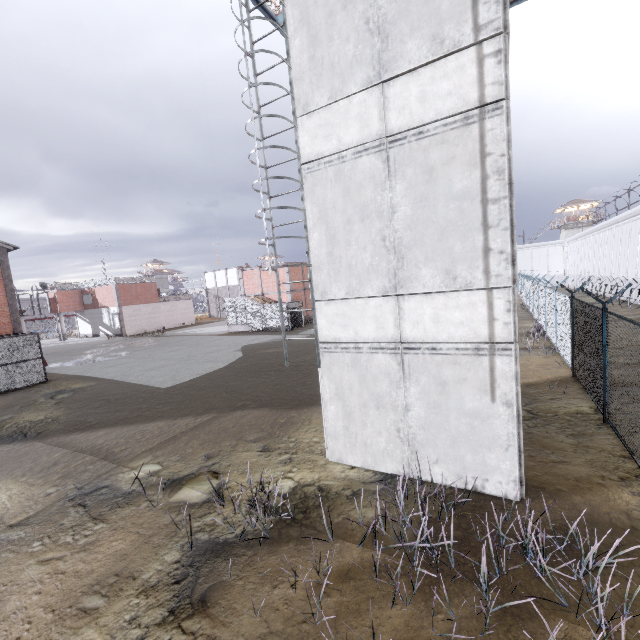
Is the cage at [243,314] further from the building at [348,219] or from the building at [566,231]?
the building at [566,231]

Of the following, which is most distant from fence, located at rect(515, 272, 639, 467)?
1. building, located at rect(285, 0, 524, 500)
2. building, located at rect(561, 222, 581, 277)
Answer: building, located at rect(561, 222, 581, 277)

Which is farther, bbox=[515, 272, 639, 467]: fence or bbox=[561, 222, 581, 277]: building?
bbox=[561, 222, 581, 277]: building

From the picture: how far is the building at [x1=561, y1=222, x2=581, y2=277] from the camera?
56.8m

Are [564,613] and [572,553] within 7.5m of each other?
yes

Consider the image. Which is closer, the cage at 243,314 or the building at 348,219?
the building at 348,219

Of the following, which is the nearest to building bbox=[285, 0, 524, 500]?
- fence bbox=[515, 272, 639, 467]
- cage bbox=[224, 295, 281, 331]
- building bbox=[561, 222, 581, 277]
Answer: fence bbox=[515, 272, 639, 467]

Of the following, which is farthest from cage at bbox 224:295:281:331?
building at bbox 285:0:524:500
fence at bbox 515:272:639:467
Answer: building at bbox 285:0:524:500
